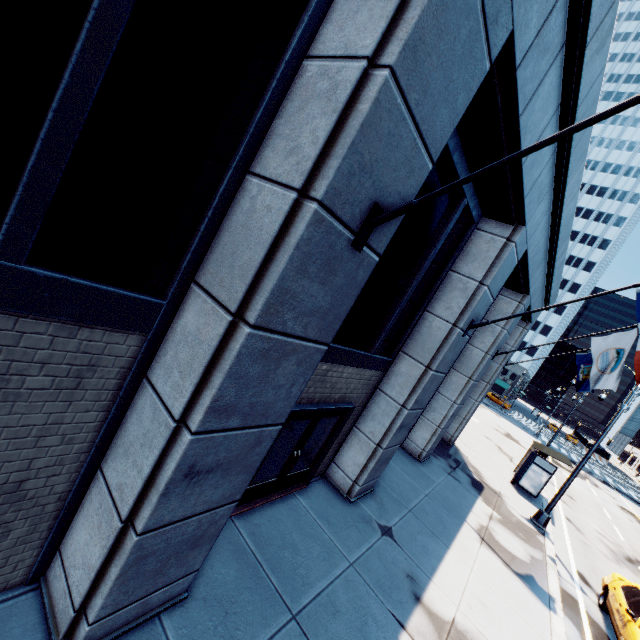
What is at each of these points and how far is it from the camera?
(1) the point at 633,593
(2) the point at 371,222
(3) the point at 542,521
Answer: (1) vehicle, 9.3 meters
(2) flag, 3.1 meters
(3) light, 13.3 meters

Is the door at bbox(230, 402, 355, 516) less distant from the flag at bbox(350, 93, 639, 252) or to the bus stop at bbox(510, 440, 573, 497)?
Result: the flag at bbox(350, 93, 639, 252)

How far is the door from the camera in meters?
5.9

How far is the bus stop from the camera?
16.2m

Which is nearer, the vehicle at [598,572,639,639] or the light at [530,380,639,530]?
the vehicle at [598,572,639,639]

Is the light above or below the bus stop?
below

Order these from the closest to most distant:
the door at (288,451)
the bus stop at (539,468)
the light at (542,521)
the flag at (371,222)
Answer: the flag at (371,222), the door at (288,451), the light at (542,521), the bus stop at (539,468)

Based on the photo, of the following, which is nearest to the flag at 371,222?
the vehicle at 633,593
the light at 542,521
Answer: the vehicle at 633,593
